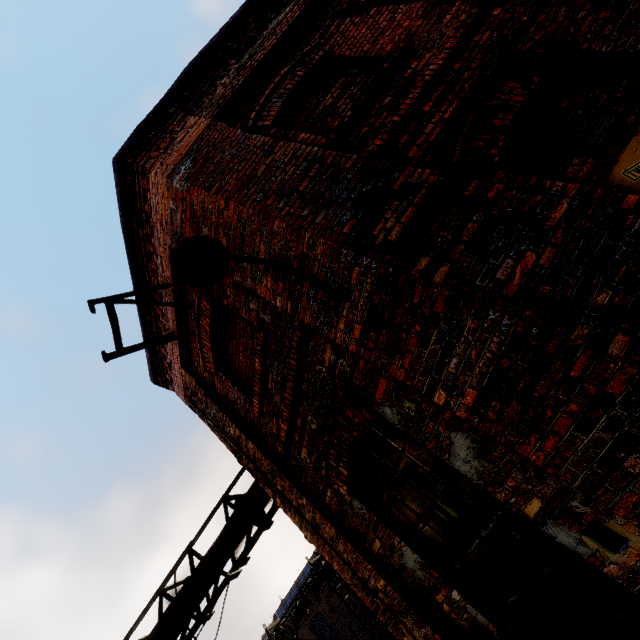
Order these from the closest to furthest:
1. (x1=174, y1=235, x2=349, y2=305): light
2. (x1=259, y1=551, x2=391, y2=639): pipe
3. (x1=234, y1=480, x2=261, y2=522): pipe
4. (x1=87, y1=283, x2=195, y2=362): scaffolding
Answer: (x1=174, y1=235, x2=349, y2=305): light
(x1=87, y1=283, x2=195, y2=362): scaffolding
(x1=234, y1=480, x2=261, y2=522): pipe
(x1=259, y1=551, x2=391, y2=639): pipe

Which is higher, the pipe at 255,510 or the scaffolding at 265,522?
the pipe at 255,510

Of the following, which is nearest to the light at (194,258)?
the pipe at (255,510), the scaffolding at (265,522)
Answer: the scaffolding at (265,522)

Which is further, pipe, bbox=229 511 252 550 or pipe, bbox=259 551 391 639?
pipe, bbox=259 551 391 639

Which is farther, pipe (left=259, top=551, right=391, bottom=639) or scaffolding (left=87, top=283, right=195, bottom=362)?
pipe (left=259, top=551, right=391, bottom=639)

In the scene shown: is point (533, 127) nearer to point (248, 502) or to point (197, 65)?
point (197, 65)

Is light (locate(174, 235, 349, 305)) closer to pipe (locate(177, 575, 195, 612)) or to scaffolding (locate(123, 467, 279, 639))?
scaffolding (locate(123, 467, 279, 639))
